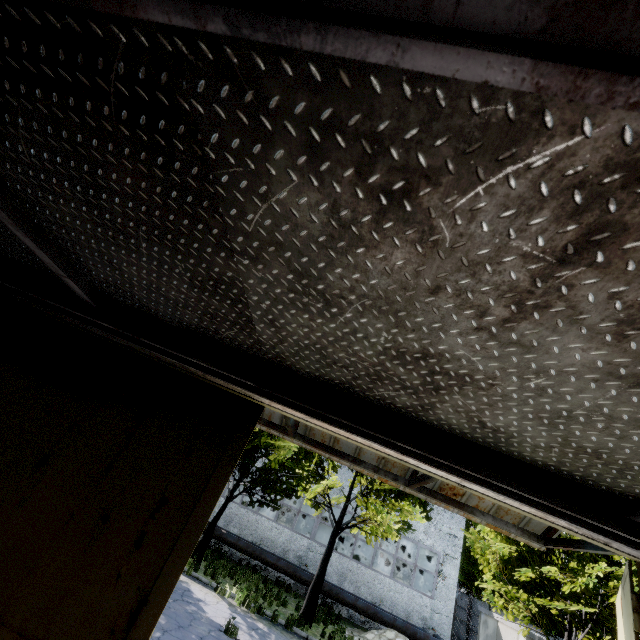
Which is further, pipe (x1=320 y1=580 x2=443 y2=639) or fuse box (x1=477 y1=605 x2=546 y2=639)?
pipe (x1=320 y1=580 x2=443 y2=639)

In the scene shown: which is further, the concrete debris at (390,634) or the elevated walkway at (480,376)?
the concrete debris at (390,634)

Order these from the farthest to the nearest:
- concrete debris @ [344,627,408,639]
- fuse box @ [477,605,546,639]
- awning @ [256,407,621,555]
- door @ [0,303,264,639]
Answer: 1. concrete debris @ [344,627,408,639]
2. fuse box @ [477,605,546,639]
3. awning @ [256,407,621,555]
4. door @ [0,303,264,639]

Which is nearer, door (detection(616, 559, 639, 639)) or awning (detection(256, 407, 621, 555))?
door (detection(616, 559, 639, 639))

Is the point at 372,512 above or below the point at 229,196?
above

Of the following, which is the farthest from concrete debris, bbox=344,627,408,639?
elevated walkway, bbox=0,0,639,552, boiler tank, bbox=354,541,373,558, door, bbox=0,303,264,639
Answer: door, bbox=0,303,264,639

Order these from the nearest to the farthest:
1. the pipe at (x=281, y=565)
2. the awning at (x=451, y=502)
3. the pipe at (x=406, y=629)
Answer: the awning at (x=451, y=502)
the pipe at (x=406, y=629)
the pipe at (x=281, y=565)

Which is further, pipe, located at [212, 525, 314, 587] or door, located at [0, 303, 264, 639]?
pipe, located at [212, 525, 314, 587]
